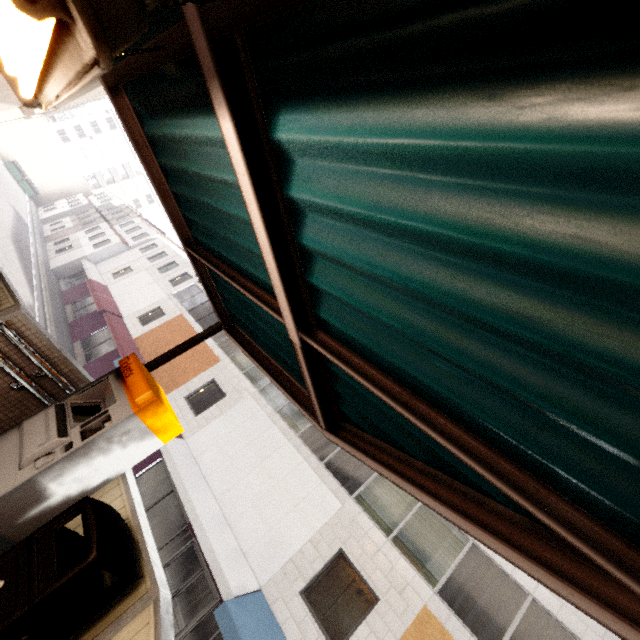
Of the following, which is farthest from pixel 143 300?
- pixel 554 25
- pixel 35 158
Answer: pixel 35 158

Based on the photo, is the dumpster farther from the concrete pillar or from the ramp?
the ramp

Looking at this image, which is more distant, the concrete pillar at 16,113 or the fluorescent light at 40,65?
the concrete pillar at 16,113

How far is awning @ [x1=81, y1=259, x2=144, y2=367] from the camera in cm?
1691

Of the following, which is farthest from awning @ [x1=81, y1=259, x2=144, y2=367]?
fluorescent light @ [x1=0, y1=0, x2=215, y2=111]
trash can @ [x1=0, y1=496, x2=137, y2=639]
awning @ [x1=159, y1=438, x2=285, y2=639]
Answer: fluorescent light @ [x1=0, y1=0, x2=215, y2=111]

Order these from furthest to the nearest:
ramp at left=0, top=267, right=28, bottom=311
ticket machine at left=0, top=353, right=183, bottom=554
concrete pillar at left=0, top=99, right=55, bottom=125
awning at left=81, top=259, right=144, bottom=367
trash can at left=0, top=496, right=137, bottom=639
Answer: concrete pillar at left=0, top=99, right=55, bottom=125, awning at left=81, top=259, right=144, bottom=367, ramp at left=0, top=267, right=28, bottom=311, ticket machine at left=0, top=353, right=183, bottom=554, trash can at left=0, top=496, right=137, bottom=639

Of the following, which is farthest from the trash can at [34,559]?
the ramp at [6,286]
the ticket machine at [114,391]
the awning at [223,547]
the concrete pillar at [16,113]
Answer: the concrete pillar at [16,113]

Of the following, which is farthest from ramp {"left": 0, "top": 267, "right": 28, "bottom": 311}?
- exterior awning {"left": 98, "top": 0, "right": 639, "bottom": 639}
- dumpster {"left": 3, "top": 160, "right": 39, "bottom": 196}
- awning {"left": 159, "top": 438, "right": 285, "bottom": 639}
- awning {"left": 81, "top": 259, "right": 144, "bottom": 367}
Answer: dumpster {"left": 3, "top": 160, "right": 39, "bottom": 196}
